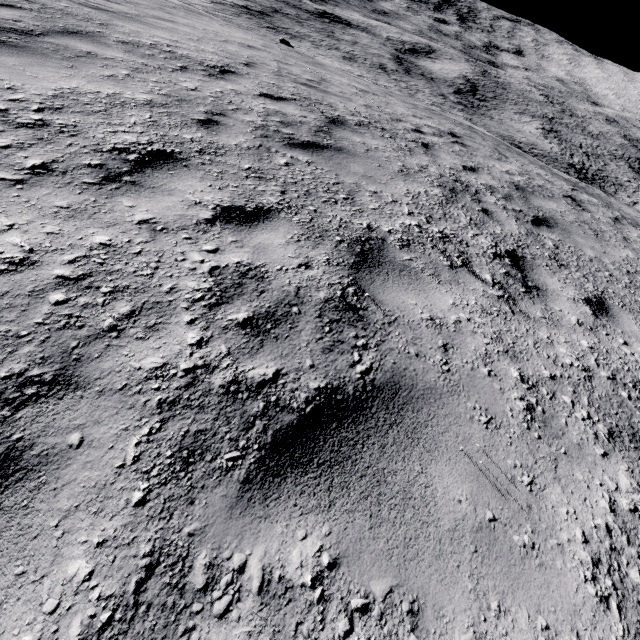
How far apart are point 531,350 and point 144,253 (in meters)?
3.07
